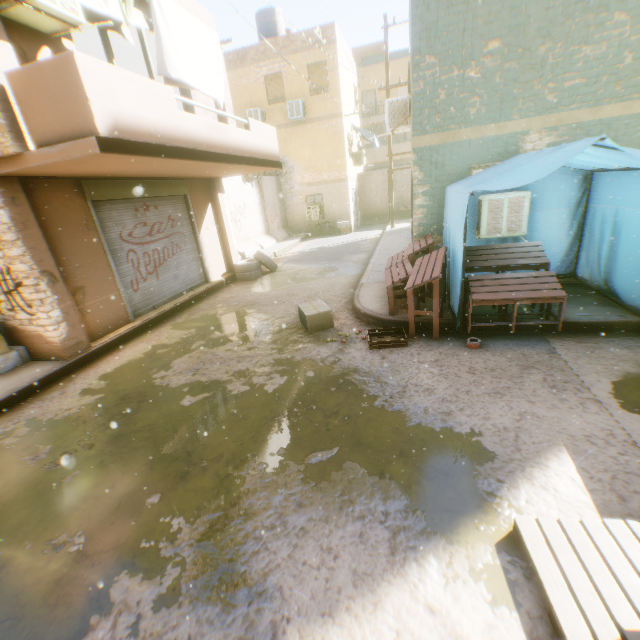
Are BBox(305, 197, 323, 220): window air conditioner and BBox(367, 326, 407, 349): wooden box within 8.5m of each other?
no

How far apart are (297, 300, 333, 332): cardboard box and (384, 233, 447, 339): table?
1.10m

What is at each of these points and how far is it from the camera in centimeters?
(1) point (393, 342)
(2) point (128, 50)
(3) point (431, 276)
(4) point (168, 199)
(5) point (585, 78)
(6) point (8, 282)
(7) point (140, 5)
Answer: (1) wooden box, 529cm
(2) building, 876cm
(3) table, 539cm
(4) rolling overhead door, 892cm
(5) building, 580cm
(6) building, 560cm
(7) building, 688cm

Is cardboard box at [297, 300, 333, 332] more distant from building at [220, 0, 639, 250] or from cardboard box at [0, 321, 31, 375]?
cardboard box at [0, 321, 31, 375]

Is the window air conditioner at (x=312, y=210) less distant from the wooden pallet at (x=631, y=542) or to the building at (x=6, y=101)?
the building at (x=6, y=101)

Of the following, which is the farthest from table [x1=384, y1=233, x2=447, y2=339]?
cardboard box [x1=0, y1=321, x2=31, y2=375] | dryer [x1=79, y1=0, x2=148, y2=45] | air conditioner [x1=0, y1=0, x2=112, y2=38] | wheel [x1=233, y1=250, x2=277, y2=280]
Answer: cardboard box [x1=0, y1=321, x2=31, y2=375]

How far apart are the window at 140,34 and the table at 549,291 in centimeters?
719cm

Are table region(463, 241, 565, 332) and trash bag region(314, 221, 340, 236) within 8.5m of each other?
no
